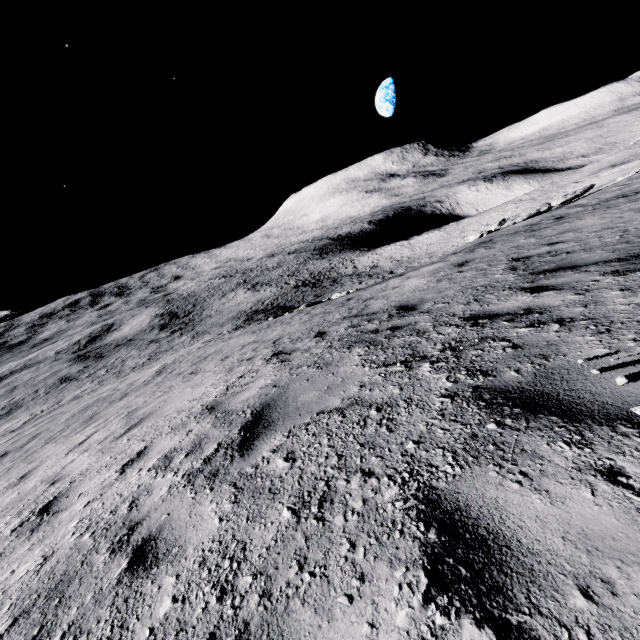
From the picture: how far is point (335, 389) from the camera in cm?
356
